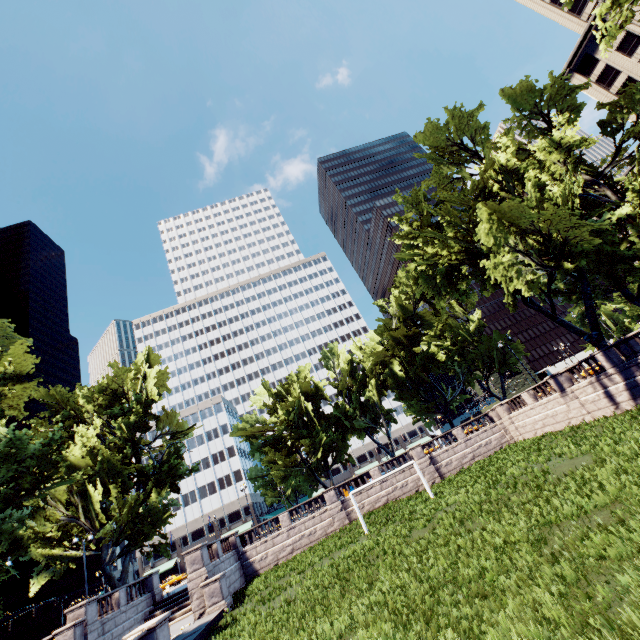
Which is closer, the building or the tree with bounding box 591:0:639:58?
the tree with bounding box 591:0:639:58

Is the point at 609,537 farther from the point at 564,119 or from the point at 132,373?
the point at 132,373

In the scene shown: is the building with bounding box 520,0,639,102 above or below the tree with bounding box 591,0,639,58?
above

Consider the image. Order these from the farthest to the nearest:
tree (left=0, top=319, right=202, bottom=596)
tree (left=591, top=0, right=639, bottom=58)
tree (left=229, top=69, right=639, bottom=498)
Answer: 1. tree (left=229, top=69, right=639, bottom=498)
2. tree (left=0, top=319, right=202, bottom=596)
3. tree (left=591, top=0, right=639, bottom=58)

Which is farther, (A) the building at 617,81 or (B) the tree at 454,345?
(A) the building at 617,81

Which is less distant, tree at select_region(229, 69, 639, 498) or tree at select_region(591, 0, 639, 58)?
tree at select_region(591, 0, 639, 58)

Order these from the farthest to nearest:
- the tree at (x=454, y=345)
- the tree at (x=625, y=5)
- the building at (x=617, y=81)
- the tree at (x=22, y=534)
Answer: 1. the building at (x=617, y=81)
2. the tree at (x=454, y=345)
3. the tree at (x=22, y=534)
4. the tree at (x=625, y=5)
